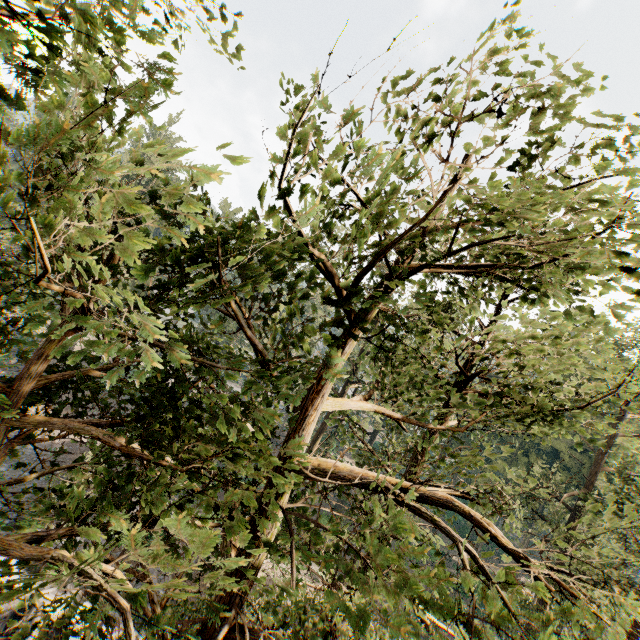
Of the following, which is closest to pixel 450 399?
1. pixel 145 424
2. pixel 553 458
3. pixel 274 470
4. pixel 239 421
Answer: pixel 274 470
